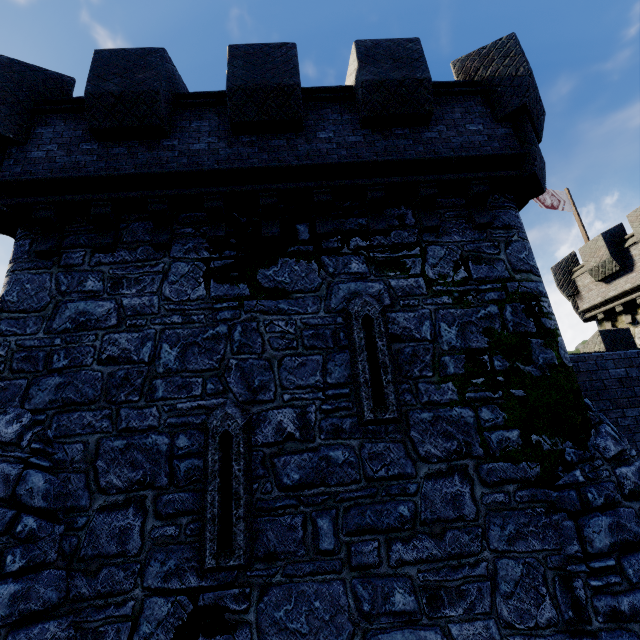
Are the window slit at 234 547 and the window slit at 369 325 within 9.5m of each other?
yes

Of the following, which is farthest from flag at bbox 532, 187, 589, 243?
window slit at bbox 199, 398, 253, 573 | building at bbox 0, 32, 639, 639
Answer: window slit at bbox 199, 398, 253, 573

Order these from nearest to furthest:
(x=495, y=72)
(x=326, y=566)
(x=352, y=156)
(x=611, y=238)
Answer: (x=326, y=566)
(x=352, y=156)
(x=495, y=72)
(x=611, y=238)

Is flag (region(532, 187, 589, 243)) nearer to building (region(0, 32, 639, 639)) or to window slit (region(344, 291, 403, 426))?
building (region(0, 32, 639, 639))

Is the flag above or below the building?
above

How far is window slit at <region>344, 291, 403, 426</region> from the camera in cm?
491

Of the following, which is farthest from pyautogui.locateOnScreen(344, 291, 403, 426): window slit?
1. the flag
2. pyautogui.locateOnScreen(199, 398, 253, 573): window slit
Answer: the flag

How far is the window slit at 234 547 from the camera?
4.26m
